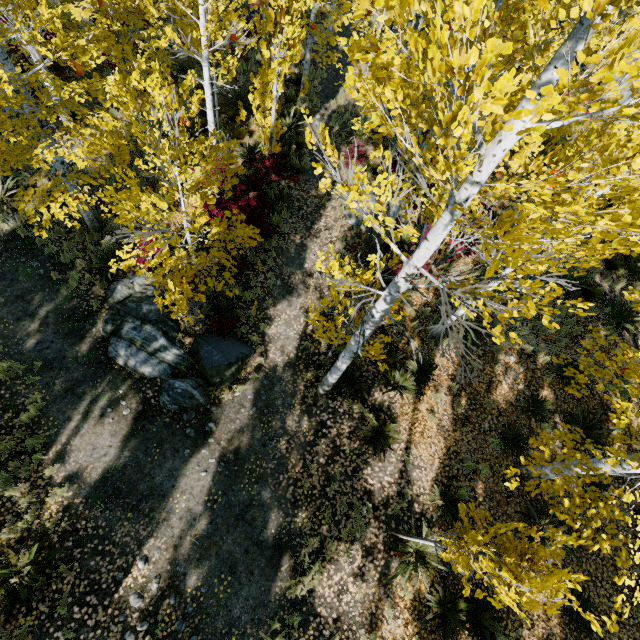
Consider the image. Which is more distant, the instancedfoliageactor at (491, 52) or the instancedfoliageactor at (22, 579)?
the instancedfoliageactor at (22, 579)

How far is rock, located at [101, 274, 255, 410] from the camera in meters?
7.7 m

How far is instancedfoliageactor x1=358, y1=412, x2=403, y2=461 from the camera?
7.4m

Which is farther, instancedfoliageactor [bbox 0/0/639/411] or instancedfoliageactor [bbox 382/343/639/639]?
instancedfoliageactor [bbox 382/343/639/639]

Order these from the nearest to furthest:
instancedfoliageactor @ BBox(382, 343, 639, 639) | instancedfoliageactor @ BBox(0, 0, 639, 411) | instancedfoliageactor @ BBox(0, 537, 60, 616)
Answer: instancedfoliageactor @ BBox(0, 0, 639, 411), instancedfoliageactor @ BBox(382, 343, 639, 639), instancedfoliageactor @ BBox(0, 537, 60, 616)

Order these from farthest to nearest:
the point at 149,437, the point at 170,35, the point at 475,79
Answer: the point at 149,437 → the point at 170,35 → the point at 475,79

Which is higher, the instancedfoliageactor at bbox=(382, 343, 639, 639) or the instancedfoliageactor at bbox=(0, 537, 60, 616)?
the instancedfoliageactor at bbox=(382, 343, 639, 639)

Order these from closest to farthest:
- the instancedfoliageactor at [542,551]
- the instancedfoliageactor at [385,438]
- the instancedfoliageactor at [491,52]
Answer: the instancedfoliageactor at [491,52] → the instancedfoliageactor at [542,551] → the instancedfoliageactor at [385,438]
